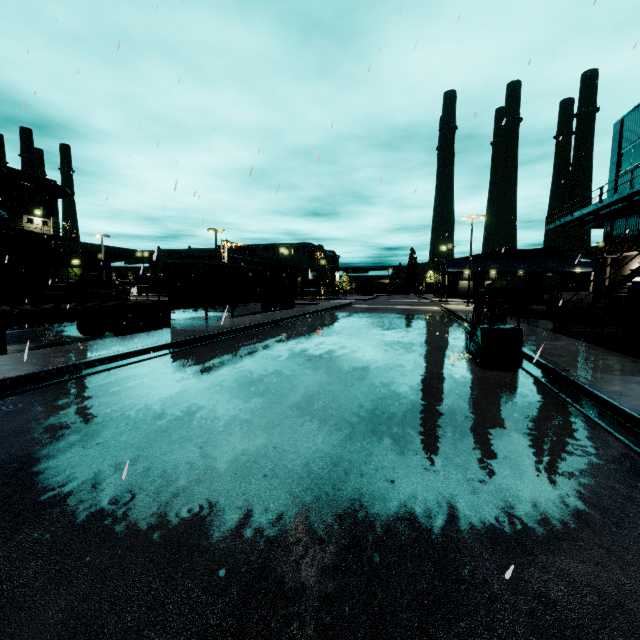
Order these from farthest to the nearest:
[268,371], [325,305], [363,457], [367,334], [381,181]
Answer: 1. [325,305]
2. [367,334]
3. [268,371]
4. [381,181]
5. [363,457]

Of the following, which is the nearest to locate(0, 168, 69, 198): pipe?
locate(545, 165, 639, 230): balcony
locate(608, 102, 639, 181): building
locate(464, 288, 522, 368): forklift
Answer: locate(608, 102, 639, 181): building

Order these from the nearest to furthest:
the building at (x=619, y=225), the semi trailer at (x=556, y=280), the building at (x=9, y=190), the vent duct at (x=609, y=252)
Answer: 1. the vent duct at (x=609, y=252)
2. the building at (x=619, y=225)
3. the building at (x=9, y=190)
4. the semi trailer at (x=556, y=280)

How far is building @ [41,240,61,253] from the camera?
39.0 meters

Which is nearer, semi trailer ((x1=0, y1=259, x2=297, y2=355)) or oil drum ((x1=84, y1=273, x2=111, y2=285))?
semi trailer ((x1=0, y1=259, x2=297, y2=355))

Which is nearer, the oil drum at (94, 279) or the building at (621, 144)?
the building at (621, 144)

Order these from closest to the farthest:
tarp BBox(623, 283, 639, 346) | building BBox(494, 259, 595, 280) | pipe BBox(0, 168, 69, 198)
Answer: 1. tarp BBox(623, 283, 639, 346)
2. pipe BBox(0, 168, 69, 198)
3. building BBox(494, 259, 595, 280)

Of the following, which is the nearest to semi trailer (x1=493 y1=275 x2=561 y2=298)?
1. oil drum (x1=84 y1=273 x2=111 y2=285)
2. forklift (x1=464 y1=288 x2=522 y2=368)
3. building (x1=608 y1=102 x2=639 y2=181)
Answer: building (x1=608 y1=102 x2=639 y2=181)
